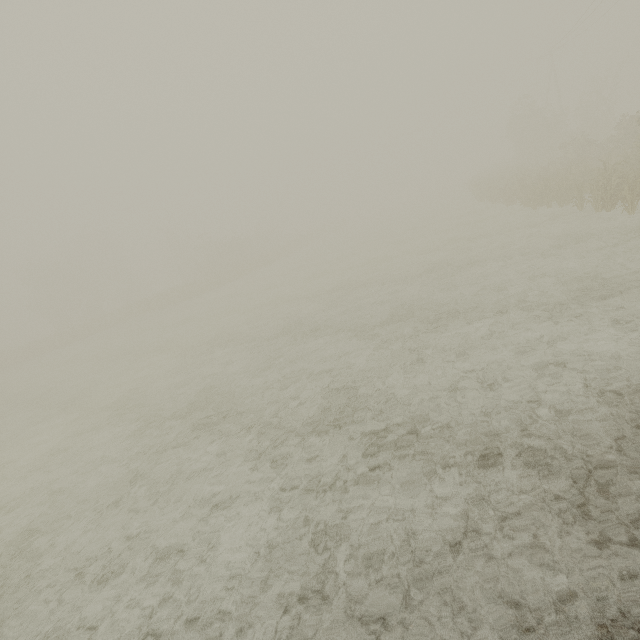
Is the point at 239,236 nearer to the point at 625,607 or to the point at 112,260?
the point at 112,260
